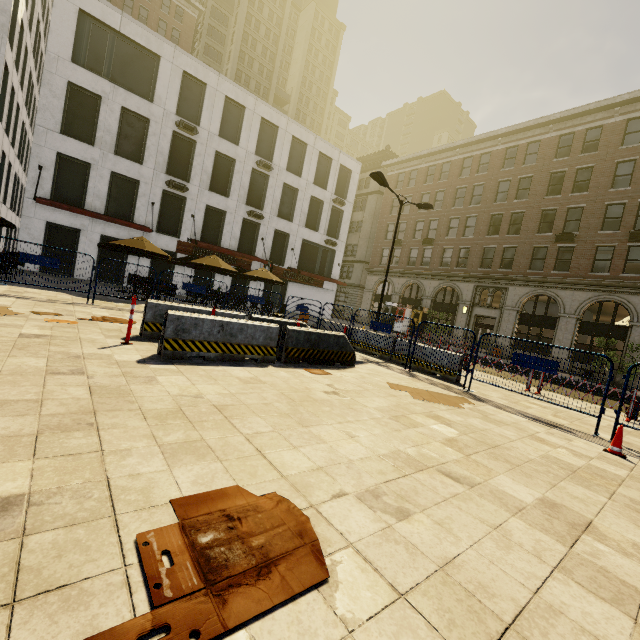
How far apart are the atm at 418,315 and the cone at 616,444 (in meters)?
26.80

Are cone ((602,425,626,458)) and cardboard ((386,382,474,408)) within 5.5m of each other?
yes

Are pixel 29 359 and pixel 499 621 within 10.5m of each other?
yes

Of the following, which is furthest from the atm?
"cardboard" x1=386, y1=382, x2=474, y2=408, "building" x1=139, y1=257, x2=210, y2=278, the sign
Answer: "cardboard" x1=386, y1=382, x2=474, y2=408

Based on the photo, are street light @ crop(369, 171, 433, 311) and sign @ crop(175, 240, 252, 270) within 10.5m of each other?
no

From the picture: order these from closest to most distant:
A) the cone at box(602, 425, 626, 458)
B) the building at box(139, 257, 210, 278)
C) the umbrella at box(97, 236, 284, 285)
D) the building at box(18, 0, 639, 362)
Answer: the cone at box(602, 425, 626, 458)
the umbrella at box(97, 236, 284, 285)
the building at box(18, 0, 639, 362)
the building at box(139, 257, 210, 278)

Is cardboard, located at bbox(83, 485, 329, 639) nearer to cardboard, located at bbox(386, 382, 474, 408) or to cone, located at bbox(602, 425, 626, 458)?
cardboard, located at bbox(386, 382, 474, 408)

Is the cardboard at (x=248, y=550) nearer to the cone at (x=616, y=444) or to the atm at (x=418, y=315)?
the cone at (x=616, y=444)
